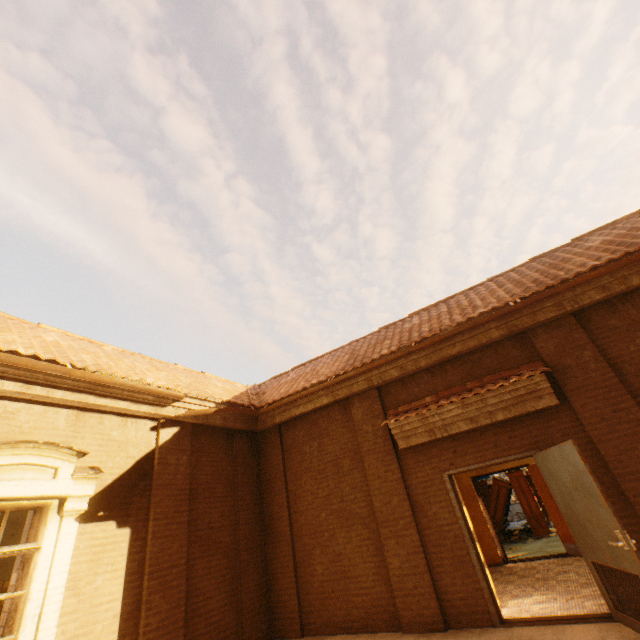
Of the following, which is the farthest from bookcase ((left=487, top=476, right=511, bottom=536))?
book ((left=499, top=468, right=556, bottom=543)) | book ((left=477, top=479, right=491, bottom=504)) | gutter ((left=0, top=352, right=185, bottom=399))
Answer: gutter ((left=0, top=352, right=185, bottom=399))

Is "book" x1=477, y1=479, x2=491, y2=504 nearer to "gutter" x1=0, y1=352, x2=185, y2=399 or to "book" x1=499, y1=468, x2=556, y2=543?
"book" x1=499, y1=468, x2=556, y2=543

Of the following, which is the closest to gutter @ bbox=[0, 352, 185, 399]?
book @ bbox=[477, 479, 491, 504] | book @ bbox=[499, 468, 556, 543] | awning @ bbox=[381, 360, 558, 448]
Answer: awning @ bbox=[381, 360, 558, 448]

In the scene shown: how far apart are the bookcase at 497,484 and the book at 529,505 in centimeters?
2cm

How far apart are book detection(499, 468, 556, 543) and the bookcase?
0.02m

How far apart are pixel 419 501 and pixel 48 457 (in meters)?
6.30

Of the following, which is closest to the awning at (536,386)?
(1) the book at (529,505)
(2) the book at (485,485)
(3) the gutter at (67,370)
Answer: (3) the gutter at (67,370)

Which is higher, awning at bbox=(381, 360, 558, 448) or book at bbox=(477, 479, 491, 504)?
awning at bbox=(381, 360, 558, 448)
